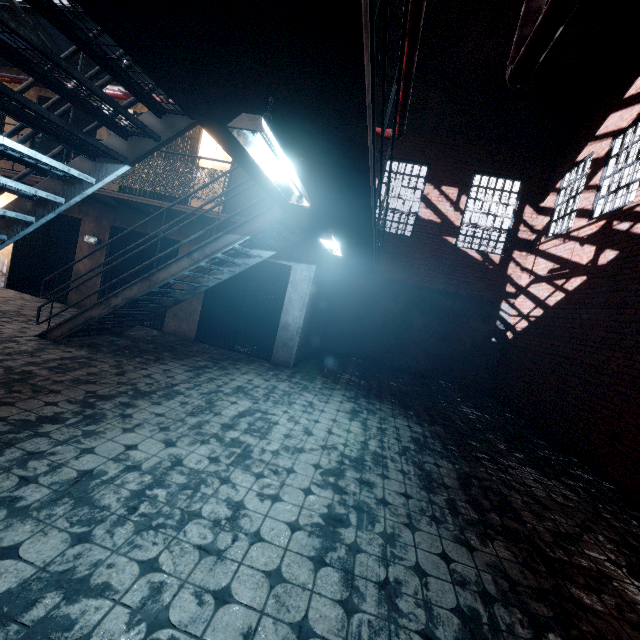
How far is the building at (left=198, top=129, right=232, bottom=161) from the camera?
7.9m

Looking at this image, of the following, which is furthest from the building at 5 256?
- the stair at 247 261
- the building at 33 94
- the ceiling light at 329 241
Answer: the ceiling light at 329 241

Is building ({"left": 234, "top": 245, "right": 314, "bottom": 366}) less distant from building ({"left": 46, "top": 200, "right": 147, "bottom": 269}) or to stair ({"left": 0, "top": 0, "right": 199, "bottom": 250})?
building ({"left": 46, "top": 200, "right": 147, "bottom": 269})

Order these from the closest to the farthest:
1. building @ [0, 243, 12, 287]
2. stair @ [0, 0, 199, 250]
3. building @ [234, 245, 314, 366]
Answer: stair @ [0, 0, 199, 250] < building @ [234, 245, 314, 366] < building @ [0, 243, 12, 287]

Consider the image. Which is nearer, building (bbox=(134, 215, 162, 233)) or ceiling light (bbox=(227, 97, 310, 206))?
ceiling light (bbox=(227, 97, 310, 206))

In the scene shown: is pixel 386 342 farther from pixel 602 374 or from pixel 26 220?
pixel 26 220

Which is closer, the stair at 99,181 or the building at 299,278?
the stair at 99,181

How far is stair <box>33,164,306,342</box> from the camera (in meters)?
4.93
